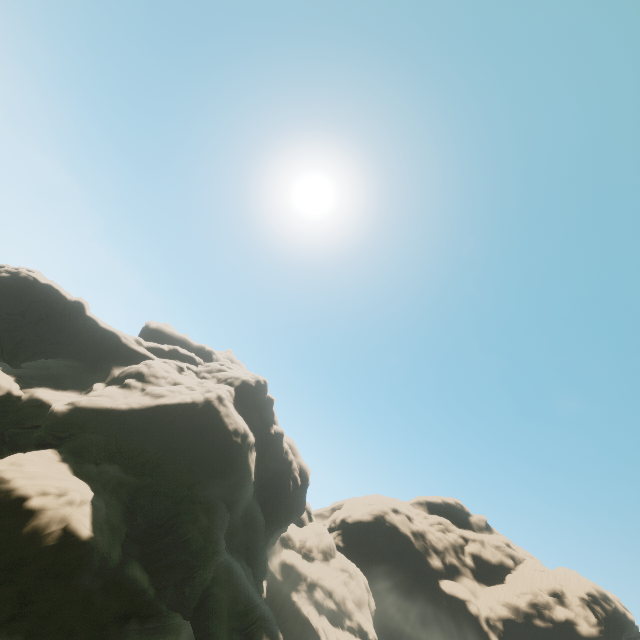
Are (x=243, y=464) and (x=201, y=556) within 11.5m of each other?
yes
